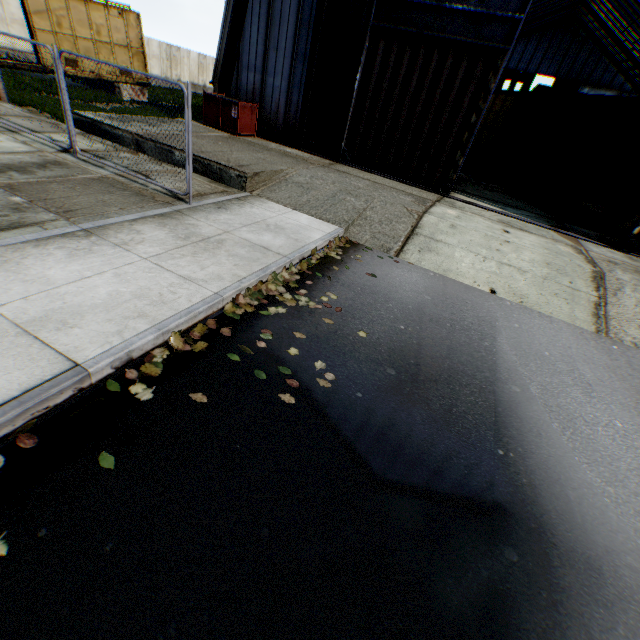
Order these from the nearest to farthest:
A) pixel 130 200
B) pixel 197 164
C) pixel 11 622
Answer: pixel 11 622, pixel 130 200, pixel 197 164

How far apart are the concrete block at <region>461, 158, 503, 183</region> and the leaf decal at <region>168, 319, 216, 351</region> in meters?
20.3

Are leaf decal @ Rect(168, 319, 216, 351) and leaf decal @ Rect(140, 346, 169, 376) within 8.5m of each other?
yes

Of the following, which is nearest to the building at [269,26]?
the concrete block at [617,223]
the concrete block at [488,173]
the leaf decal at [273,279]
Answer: the concrete block at [617,223]

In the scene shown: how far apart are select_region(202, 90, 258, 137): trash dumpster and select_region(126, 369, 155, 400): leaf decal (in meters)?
12.37

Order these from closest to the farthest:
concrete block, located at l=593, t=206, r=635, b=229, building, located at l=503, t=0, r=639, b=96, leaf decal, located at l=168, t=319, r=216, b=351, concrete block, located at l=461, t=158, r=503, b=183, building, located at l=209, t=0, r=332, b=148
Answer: leaf decal, located at l=168, t=319, r=216, b=351 → building, located at l=209, t=0, r=332, b=148 → concrete block, located at l=593, t=206, r=635, b=229 → concrete block, located at l=461, t=158, r=503, b=183 → building, located at l=503, t=0, r=639, b=96

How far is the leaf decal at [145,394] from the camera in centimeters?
311cm

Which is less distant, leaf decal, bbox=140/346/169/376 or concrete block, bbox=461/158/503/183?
leaf decal, bbox=140/346/169/376
